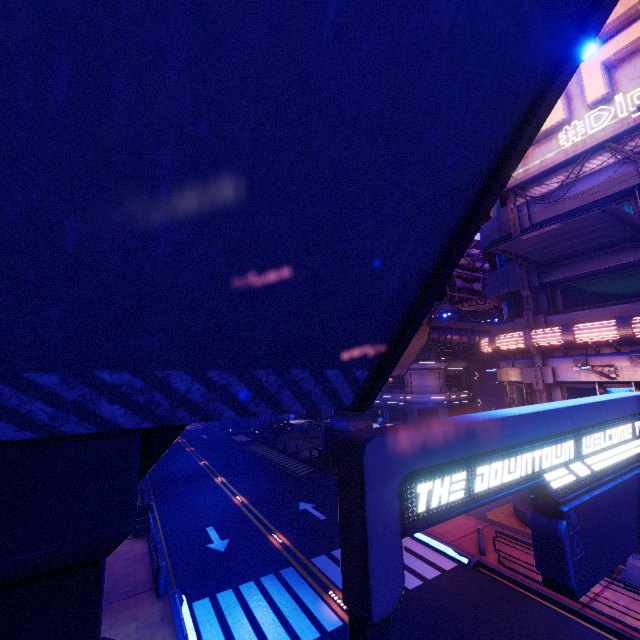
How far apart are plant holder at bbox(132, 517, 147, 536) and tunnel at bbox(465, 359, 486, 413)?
41.1 meters

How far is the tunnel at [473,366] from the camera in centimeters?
4575cm

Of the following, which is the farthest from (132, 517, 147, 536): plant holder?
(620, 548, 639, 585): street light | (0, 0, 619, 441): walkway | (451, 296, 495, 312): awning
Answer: (451, 296, 495, 312): awning

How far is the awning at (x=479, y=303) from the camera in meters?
23.1 m

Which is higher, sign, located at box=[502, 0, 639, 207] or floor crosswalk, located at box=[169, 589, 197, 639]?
sign, located at box=[502, 0, 639, 207]

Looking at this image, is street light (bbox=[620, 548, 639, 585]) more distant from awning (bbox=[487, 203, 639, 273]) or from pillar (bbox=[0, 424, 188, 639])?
pillar (bbox=[0, 424, 188, 639])

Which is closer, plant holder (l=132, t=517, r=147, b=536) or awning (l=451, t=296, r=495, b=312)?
plant holder (l=132, t=517, r=147, b=536)

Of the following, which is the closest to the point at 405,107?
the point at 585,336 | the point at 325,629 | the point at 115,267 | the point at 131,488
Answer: the point at 115,267
